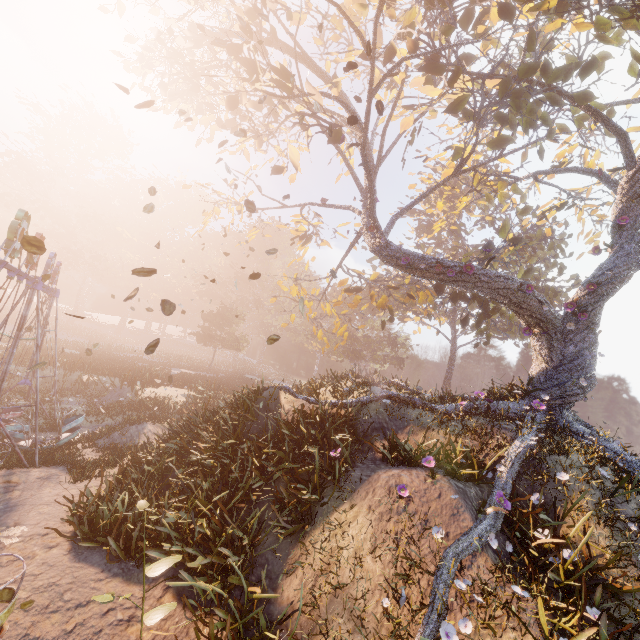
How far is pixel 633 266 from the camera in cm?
1098

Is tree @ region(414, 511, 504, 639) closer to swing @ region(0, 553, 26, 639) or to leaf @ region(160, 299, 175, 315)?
swing @ region(0, 553, 26, 639)

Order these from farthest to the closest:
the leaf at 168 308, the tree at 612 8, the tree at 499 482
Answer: the tree at 612 8 → the tree at 499 482 → the leaf at 168 308

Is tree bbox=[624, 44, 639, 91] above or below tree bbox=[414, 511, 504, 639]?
above

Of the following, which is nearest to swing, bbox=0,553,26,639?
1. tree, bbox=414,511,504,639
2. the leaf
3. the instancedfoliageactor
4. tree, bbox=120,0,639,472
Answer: the leaf

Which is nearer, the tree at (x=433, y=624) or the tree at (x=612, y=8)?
the tree at (x=433, y=624)

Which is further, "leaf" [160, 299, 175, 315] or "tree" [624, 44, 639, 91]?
"tree" [624, 44, 639, 91]
